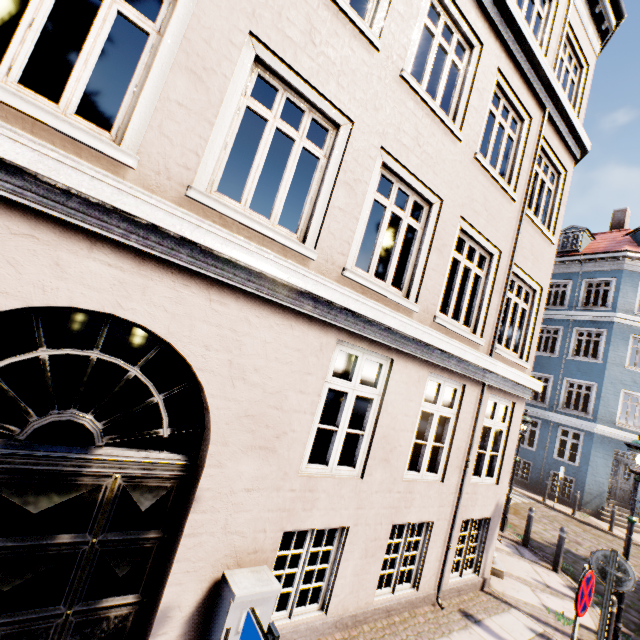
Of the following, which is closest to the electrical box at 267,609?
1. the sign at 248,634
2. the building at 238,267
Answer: the sign at 248,634

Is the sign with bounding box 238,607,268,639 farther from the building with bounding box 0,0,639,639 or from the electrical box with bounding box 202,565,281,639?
the building with bounding box 0,0,639,639

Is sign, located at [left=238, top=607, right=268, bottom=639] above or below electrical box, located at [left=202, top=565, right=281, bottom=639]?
above

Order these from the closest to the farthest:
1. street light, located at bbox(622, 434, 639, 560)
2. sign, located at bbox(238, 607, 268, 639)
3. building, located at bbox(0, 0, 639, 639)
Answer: sign, located at bbox(238, 607, 268, 639) < building, located at bbox(0, 0, 639, 639) < street light, located at bbox(622, 434, 639, 560)

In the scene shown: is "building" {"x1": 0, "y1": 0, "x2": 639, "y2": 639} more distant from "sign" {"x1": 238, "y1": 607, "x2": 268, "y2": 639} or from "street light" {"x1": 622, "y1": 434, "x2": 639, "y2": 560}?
"street light" {"x1": 622, "y1": 434, "x2": 639, "y2": 560}

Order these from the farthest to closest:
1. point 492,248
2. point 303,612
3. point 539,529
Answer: point 539,529, point 492,248, point 303,612

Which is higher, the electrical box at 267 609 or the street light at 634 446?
the street light at 634 446

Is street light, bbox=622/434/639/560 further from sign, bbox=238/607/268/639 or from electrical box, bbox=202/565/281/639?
sign, bbox=238/607/268/639
